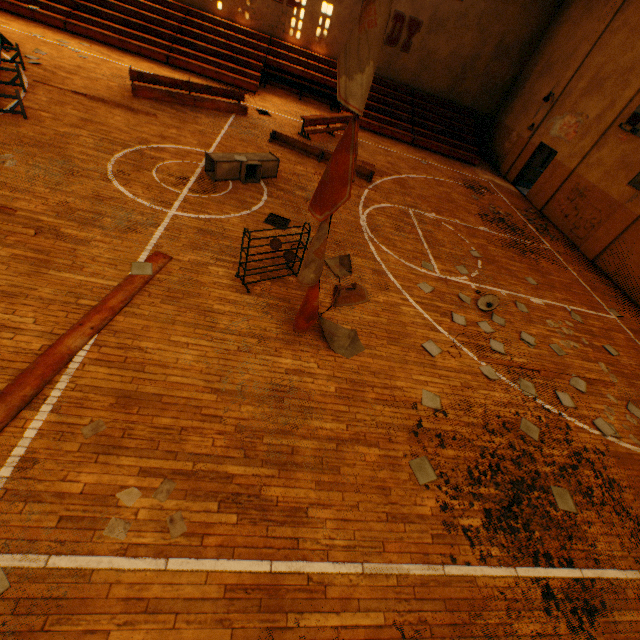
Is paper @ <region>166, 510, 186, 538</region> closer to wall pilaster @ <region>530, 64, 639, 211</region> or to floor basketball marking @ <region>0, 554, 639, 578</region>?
floor basketball marking @ <region>0, 554, 639, 578</region>

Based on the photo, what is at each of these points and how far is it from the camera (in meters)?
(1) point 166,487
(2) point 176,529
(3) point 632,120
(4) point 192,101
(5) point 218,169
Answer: (1) paper, 3.48
(2) paper, 3.26
(3) scoreboard, 11.68
(4) bleachers, 11.68
(5) vent duct, 8.24

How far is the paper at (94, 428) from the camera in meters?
3.6

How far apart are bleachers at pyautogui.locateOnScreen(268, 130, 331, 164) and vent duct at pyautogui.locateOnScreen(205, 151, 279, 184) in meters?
2.4 m

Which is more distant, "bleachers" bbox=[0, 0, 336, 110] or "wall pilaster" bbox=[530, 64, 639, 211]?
"bleachers" bbox=[0, 0, 336, 110]

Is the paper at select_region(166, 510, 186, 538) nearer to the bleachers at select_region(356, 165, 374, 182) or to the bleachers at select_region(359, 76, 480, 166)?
the bleachers at select_region(356, 165, 374, 182)

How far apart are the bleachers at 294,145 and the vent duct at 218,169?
2.36m

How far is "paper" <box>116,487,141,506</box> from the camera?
3.3 meters
